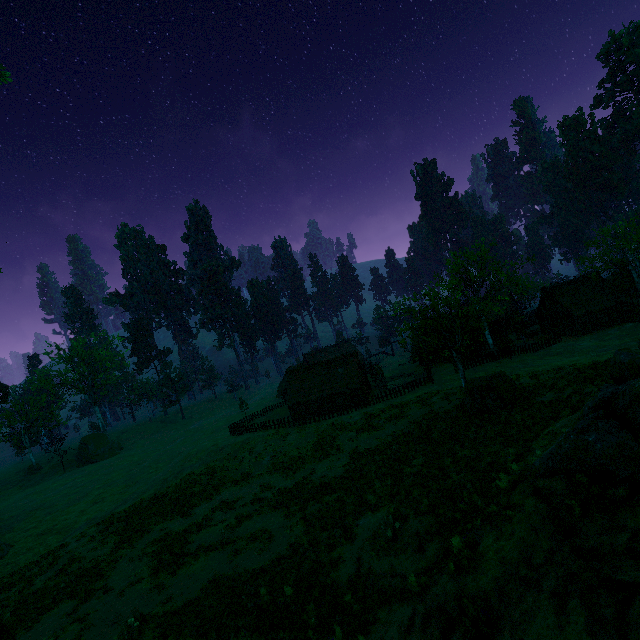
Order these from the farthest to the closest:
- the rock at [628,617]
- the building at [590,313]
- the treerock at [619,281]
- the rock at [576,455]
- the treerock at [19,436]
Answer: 1. the treerock at [19,436]
2. the building at [590,313]
3. the treerock at [619,281]
4. the rock at [576,455]
5. the rock at [628,617]

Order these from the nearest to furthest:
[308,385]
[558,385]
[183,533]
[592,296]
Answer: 1. [558,385]
2. [183,533]
3. [592,296]
4. [308,385]

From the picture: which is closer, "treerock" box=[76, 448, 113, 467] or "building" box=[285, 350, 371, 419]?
"building" box=[285, 350, 371, 419]

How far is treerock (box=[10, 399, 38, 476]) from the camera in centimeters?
5754cm

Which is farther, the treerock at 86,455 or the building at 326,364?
the treerock at 86,455

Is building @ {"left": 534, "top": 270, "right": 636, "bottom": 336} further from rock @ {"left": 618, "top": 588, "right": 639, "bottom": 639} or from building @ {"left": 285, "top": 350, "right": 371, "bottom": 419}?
rock @ {"left": 618, "top": 588, "right": 639, "bottom": 639}
